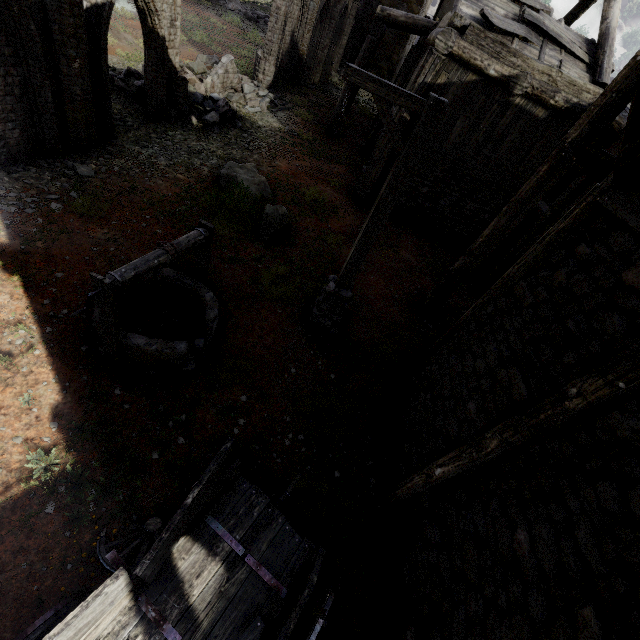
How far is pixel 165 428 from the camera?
5.07m

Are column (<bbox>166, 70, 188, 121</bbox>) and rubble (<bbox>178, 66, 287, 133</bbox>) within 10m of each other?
yes

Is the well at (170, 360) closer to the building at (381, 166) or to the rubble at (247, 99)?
the building at (381, 166)

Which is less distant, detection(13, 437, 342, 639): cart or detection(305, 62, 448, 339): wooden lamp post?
detection(13, 437, 342, 639): cart

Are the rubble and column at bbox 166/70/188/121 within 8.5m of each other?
yes

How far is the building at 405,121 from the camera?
10.1m

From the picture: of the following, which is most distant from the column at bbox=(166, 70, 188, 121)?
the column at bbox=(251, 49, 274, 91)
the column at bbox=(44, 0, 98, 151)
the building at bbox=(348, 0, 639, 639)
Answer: the building at bbox=(348, 0, 639, 639)

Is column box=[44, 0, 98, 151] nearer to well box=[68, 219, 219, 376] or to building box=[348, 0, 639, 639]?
well box=[68, 219, 219, 376]
